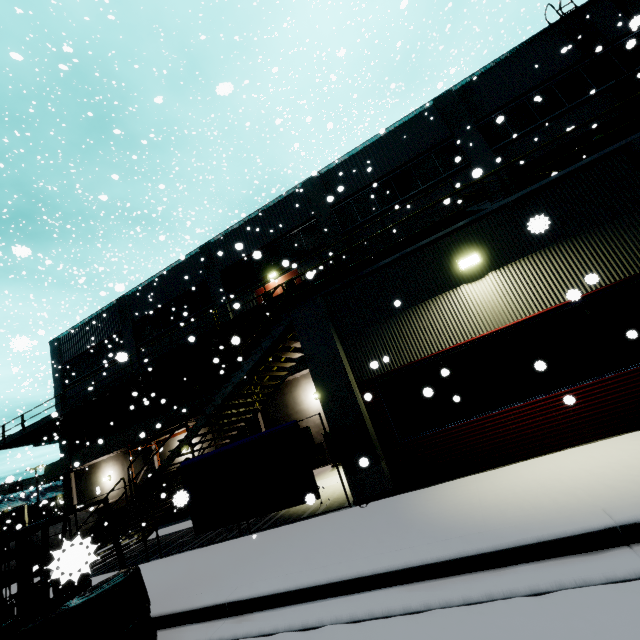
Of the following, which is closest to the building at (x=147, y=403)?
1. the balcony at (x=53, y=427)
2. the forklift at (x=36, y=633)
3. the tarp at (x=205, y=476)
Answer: the balcony at (x=53, y=427)

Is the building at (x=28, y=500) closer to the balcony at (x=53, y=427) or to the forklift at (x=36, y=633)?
the balcony at (x=53, y=427)

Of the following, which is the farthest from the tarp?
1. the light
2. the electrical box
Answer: the electrical box

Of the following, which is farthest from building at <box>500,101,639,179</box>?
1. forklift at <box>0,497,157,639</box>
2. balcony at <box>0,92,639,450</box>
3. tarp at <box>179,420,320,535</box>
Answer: forklift at <box>0,497,157,639</box>

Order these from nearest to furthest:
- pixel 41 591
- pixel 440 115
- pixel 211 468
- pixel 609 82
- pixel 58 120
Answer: pixel 41 591, pixel 211 468, pixel 609 82, pixel 440 115, pixel 58 120

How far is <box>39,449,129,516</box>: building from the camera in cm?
2108
